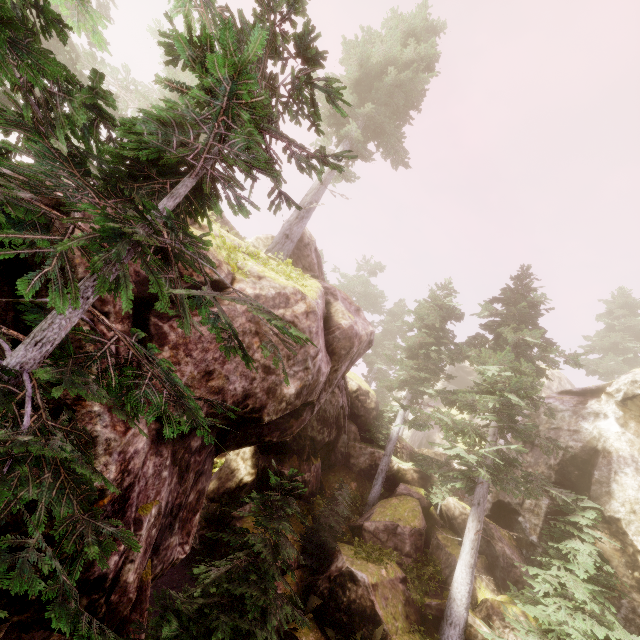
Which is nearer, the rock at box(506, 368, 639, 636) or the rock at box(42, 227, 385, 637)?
the rock at box(42, 227, 385, 637)

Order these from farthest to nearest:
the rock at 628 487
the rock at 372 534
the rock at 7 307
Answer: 1. the rock at 628 487
2. the rock at 372 534
3. the rock at 7 307

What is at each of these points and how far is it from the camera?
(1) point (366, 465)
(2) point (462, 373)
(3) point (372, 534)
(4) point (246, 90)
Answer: (1) rock, 21.7m
(2) rock, 43.1m
(3) rock, 16.1m
(4) instancedfoliageactor, 2.0m

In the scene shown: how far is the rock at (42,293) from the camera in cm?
420

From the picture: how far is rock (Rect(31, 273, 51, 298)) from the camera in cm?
420
